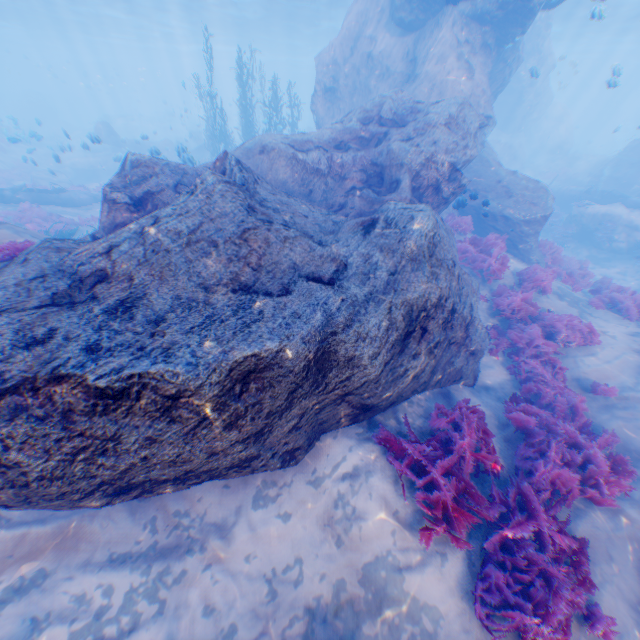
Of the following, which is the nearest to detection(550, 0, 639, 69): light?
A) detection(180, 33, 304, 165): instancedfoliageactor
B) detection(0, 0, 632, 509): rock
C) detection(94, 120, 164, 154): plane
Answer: detection(0, 0, 632, 509): rock

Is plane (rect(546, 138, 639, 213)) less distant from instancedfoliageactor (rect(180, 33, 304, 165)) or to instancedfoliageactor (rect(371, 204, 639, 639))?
instancedfoliageactor (rect(371, 204, 639, 639))

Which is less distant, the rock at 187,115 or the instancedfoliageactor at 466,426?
the instancedfoliageactor at 466,426

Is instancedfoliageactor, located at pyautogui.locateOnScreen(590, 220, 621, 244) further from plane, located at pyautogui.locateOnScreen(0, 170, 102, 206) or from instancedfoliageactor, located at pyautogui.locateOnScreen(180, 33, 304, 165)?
plane, located at pyautogui.locateOnScreen(0, 170, 102, 206)

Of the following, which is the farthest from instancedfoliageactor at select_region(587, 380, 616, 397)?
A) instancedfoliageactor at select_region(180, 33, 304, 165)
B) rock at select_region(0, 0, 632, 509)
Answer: instancedfoliageactor at select_region(180, 33, 304, 165)

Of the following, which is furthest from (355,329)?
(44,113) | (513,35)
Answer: (44,113)

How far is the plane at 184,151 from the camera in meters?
14.9 m

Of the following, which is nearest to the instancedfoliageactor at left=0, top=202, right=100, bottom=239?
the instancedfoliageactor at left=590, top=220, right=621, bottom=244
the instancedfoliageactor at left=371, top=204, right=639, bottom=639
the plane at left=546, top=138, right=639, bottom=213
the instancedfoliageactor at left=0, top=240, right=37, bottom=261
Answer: the instancedfoliageactor at left=0, top=240, right=37, bottom=261
